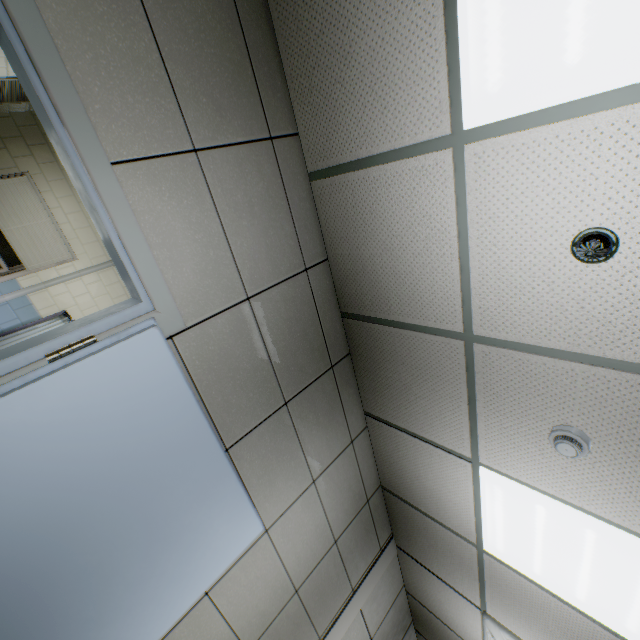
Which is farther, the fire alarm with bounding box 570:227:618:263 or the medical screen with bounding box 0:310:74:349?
the medical screen with bounding box 0:310:74:349

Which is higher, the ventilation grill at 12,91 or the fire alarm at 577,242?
the fire alarm at 577,242

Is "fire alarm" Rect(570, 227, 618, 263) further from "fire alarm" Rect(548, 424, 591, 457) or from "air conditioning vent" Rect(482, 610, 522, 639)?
"air conditioning vent" Rect(482, 610, 522, 639)

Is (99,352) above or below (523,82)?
below

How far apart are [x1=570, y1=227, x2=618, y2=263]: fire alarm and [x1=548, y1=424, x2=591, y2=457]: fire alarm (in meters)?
0.94

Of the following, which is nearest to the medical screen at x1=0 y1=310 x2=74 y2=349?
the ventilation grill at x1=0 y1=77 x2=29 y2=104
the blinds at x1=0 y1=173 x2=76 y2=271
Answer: the blinds at x1=0 y1=173 x2=76 y2=271

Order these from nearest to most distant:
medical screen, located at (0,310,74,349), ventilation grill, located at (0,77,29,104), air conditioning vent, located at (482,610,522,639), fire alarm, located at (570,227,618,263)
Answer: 1. fire alarm, located at (570,227,618,263)
2. air conditioning vent, located at (482,610,522,639)
3. ventilation grill, located at (0,77,29,104)
4. medical screen, located at (0,310,74,349)

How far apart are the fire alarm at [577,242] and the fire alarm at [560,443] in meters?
0.9 m
